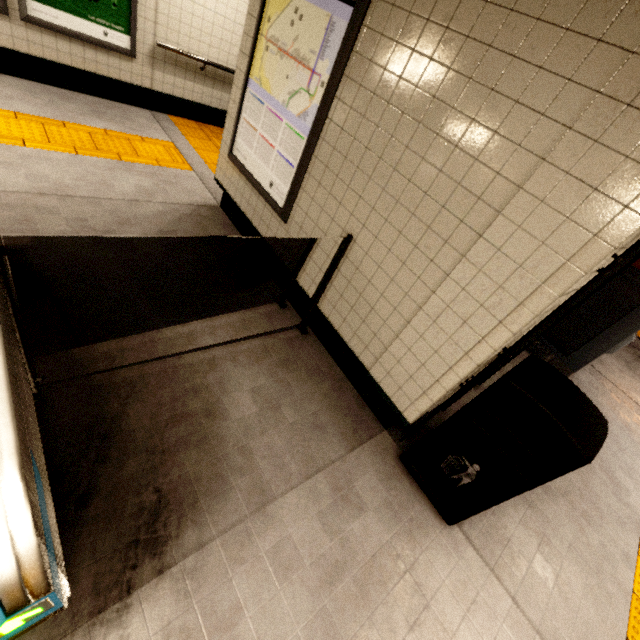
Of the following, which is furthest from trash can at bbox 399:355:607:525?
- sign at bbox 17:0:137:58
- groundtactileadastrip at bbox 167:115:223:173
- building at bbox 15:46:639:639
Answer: sign at bbox 17:0:137:58

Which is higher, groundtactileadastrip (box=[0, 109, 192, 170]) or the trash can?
the trash can

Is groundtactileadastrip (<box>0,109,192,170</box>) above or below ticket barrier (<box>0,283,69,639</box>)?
below

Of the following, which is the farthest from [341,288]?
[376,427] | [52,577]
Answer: [52,577]

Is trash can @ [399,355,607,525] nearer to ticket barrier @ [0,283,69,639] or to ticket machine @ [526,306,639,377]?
ticket barrier @ [0,283,69,639]

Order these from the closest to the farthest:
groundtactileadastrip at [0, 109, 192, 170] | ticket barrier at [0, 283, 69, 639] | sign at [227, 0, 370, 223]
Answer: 1. ticket barrier at [0, 283, 69, 639]
2. sign at [227, 0, 370, 223]
3. groundtactileadastrip at [0, 109, 192, 170]

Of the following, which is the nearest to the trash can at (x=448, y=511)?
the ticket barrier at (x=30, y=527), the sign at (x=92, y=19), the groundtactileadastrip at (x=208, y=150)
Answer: the ticket barrier at (x=30, y=527)

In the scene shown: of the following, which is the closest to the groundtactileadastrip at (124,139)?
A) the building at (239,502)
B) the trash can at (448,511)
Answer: the building at (239,502)
